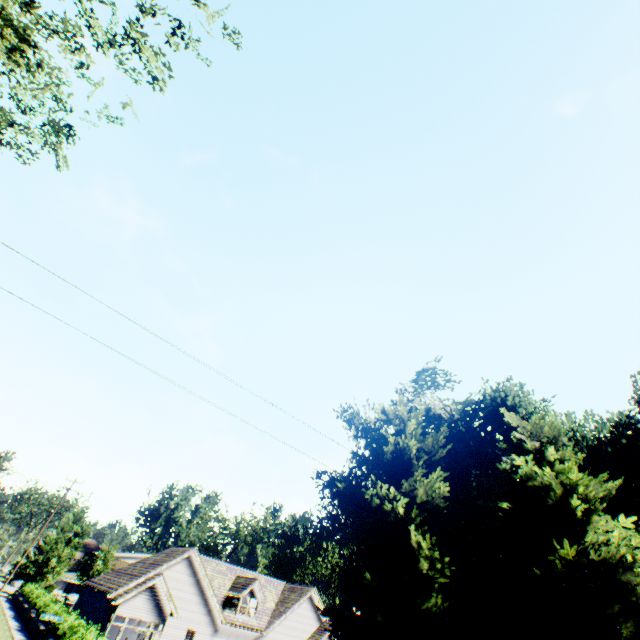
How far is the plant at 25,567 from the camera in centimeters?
4488cm

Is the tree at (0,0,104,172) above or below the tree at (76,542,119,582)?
above

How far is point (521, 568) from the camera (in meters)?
5.84

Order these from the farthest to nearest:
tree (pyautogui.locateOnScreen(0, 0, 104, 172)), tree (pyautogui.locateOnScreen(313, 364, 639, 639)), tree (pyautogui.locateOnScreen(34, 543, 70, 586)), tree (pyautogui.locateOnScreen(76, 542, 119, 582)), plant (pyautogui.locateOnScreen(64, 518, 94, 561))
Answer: plant (pyautogui.locateOnScreen(64, 518, 94, 561))
tree (pyautogui.locateOnScreen(76, 542, 119, 582))
tree (pyautogui.locateOnScreen(34, 543, 70, 586))
tree (pyautogui.locateOnScreen(0, 0, 104, 172))
tree (pyautogui.locateOnScreen(313, 364, 639, 639))

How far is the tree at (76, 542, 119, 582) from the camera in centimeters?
4469cm

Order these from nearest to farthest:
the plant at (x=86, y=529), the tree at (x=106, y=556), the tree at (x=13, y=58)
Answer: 1. the tree at (x=13, y=58)
2. the tree at (x=106, y=556)
3. the plant at (x=86, y=529)

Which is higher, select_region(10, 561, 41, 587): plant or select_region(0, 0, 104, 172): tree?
select_region(0, 0, 104, 172): tree
